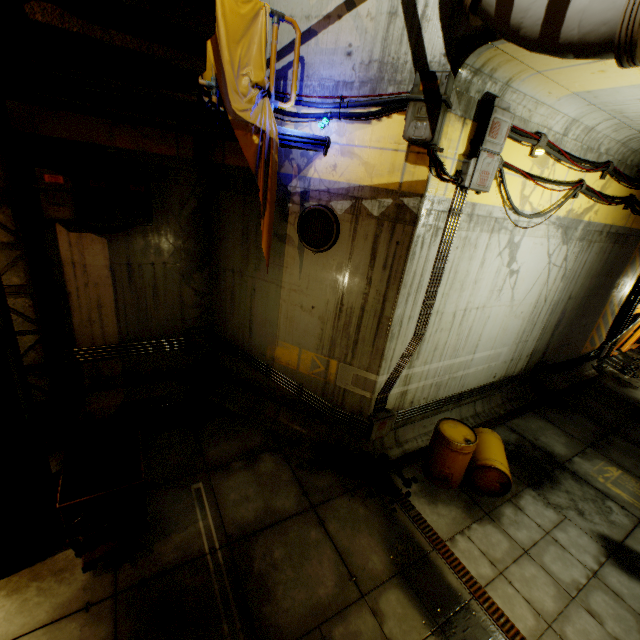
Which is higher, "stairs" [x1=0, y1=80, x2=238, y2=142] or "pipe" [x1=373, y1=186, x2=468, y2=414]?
"stairs" [x1=0, y1=80, x2=238, y2=142]

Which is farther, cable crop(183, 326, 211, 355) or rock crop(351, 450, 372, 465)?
cable crop(183, 326, 211, 355)

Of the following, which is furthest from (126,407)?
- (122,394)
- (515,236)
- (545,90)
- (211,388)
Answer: (545,90)

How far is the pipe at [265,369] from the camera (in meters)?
6.70

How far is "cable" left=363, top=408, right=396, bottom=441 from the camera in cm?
652

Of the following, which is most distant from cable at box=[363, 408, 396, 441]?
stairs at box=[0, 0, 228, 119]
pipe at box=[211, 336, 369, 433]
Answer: stairs at box=[0, 0, 228, 119]

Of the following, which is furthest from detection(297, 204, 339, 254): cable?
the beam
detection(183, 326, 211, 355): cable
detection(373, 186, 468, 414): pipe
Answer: the beam

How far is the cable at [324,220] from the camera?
5.6 meters
